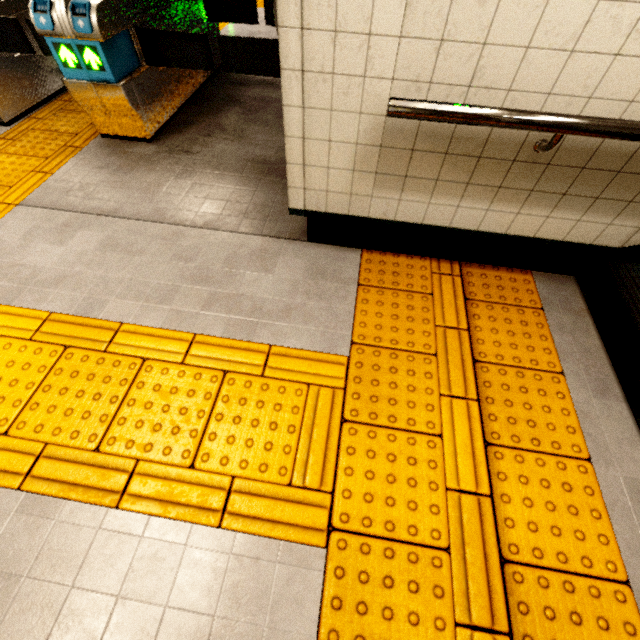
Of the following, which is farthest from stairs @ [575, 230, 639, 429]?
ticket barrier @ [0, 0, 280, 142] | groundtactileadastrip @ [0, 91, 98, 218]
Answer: ticket barrier @ [0, 0, 280, 142]

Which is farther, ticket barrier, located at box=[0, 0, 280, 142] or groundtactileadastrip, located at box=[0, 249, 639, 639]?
ticket barrier, located at box=[0, 0, 280, 142]

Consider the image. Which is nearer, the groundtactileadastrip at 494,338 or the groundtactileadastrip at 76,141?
the groundtactileadastrip at 494,338

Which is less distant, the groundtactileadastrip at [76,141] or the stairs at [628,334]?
the stairs at [628,334]

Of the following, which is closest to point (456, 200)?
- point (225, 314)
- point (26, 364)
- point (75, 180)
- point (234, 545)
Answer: point (225, 314)

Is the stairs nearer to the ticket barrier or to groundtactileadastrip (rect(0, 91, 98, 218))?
groundtactileadastrip (rect(0, 91, 98, 218))
